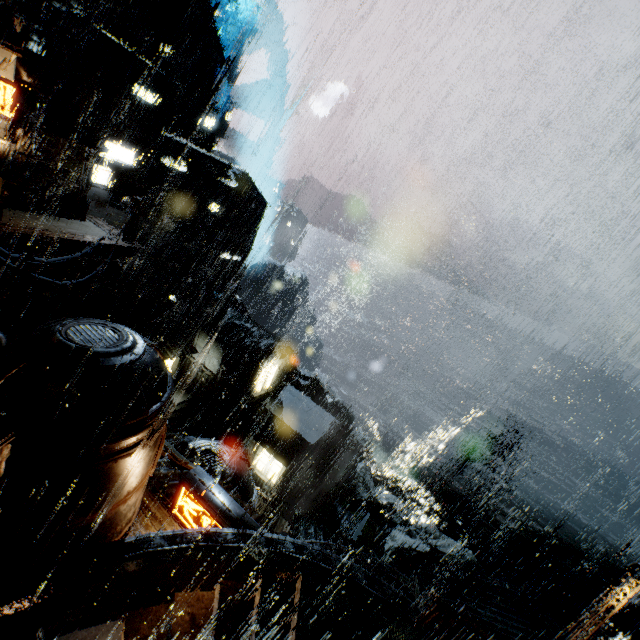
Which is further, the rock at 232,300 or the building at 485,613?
the rock at 232,300

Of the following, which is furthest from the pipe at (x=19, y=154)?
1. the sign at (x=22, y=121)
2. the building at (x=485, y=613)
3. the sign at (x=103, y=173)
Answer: the building at (x=485, y=613)

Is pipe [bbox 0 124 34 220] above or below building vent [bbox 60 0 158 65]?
below

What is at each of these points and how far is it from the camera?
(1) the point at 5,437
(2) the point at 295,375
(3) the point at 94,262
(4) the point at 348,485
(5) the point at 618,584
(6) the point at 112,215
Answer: (1) sign, 6.19m
(2) rock, 53.62m
(3) building, 24.64m
(4) rock, 52.44m
(5) street light, 12.61m
(6) gear, 29.59m

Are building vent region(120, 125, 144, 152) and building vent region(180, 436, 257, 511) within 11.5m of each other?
no

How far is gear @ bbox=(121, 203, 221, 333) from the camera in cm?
3359

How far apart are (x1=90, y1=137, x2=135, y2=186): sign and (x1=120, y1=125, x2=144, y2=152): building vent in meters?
9.6 m

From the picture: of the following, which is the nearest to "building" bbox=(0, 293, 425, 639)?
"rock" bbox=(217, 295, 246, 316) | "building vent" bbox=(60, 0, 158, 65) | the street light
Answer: the street light
